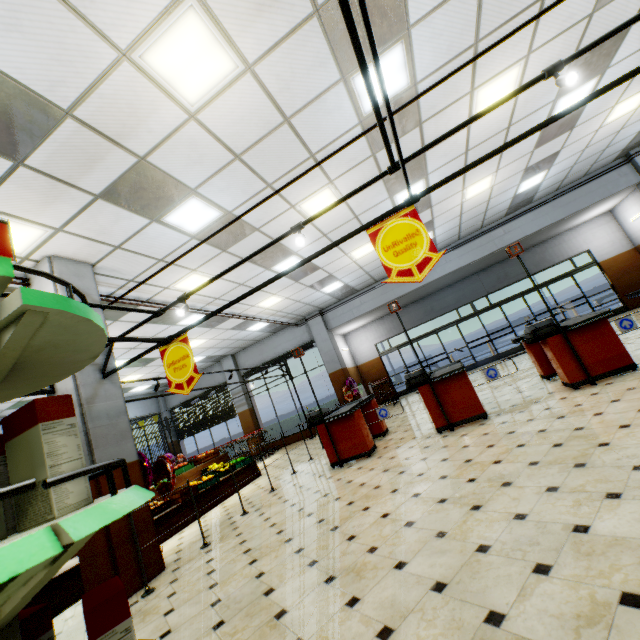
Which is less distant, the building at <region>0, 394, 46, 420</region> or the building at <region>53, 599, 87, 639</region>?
the building at <region>53, 599, 87, 639</region>

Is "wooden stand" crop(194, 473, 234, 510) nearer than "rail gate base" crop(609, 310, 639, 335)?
No

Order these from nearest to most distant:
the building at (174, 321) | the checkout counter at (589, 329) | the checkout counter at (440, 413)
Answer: the checkout counter at (589, 329) → the checkout counter at (440, 413) → the building at (174, 321)

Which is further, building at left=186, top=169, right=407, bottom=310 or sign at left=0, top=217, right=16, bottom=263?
building at left=186, top=169, right=407, bottom=310

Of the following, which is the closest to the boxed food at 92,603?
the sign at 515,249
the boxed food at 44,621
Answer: the boxed food at 44,621

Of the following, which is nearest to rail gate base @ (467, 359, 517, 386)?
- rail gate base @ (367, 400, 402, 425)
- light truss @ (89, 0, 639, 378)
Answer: rail gate base @ (367, 400, 402, 425)

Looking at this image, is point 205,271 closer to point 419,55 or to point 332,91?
point 332,91

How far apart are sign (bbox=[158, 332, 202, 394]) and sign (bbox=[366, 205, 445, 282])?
2.6m
